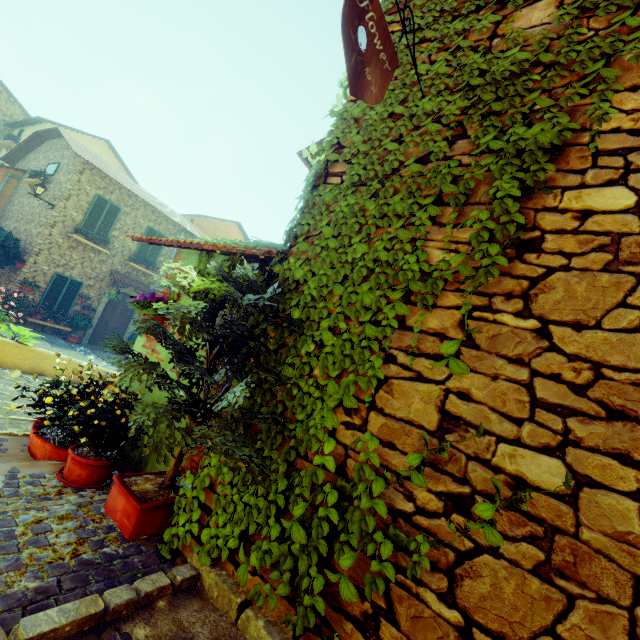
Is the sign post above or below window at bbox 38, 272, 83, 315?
above

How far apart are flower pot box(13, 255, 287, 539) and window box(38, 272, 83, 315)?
14.2 meters

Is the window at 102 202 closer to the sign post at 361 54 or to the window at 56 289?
the window at 56 289

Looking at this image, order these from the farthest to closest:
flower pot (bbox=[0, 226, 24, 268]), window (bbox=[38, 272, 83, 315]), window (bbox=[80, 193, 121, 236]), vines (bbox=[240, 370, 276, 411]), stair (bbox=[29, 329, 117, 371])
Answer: window (bbox=[80, 193, 121, 236]) → window (bbox=[38, 272, 83, 315]) → flower pot (bbox=[0, 226, 24, 268]) → stair (bbox=[29, 329, 117, 371]) → vines (bbox=[240, 370, 276, 411])

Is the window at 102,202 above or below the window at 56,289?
above

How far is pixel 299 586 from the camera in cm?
155

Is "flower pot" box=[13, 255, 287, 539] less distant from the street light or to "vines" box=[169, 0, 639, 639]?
"vines" box=[169, 0, 639, 639]

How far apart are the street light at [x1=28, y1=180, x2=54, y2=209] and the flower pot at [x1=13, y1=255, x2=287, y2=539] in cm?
1454
